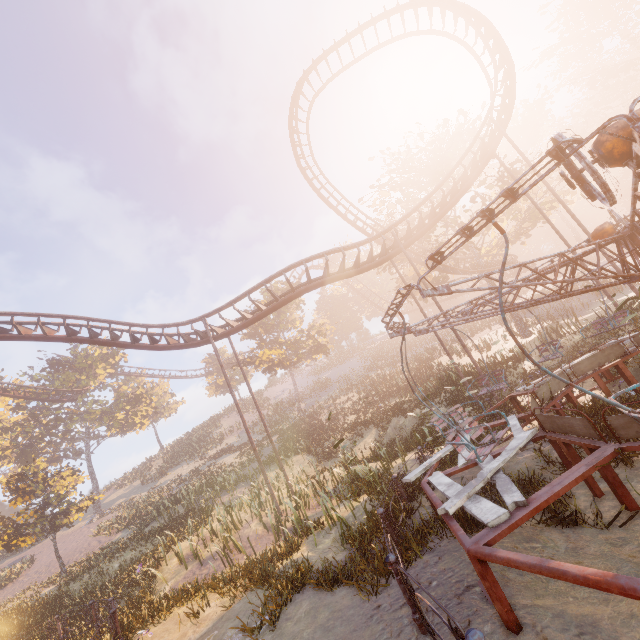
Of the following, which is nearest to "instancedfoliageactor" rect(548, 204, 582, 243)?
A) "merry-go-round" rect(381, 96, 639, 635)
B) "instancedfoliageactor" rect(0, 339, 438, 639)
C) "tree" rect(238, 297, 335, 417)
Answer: "tree" rect(238, 297, 335, 417)

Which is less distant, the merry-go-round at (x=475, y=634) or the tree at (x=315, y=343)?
the merry-go-round at (x=475, y=634)

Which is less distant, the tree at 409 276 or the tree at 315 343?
the tree at 409 276

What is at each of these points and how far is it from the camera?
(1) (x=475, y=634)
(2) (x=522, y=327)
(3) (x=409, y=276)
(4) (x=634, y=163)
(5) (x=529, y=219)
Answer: (1) merry-go-round, 2.6m
(2) tree, 26.1m
(3) tree, 28.5m
(4) merry-go-round, 3.2m
(5) tree, 25.7m

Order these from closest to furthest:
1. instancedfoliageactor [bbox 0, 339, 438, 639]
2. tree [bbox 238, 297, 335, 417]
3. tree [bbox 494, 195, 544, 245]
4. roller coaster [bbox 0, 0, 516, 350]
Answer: instancedfoliageactor [bbox 0, 339, 438, 639] → roller coaster [bbox 0, 0, 516, 350] → tree [bbox 494, 195, 544, 245] → tree [bbox 238, 297, 335, 417]

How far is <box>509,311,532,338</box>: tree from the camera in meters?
25.9

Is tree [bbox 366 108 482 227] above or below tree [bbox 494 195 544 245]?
above

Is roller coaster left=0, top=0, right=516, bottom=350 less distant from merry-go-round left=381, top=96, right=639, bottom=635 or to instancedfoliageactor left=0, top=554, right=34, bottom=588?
instancedfoliageactor left=0, top=554, right=34, bottom=588
